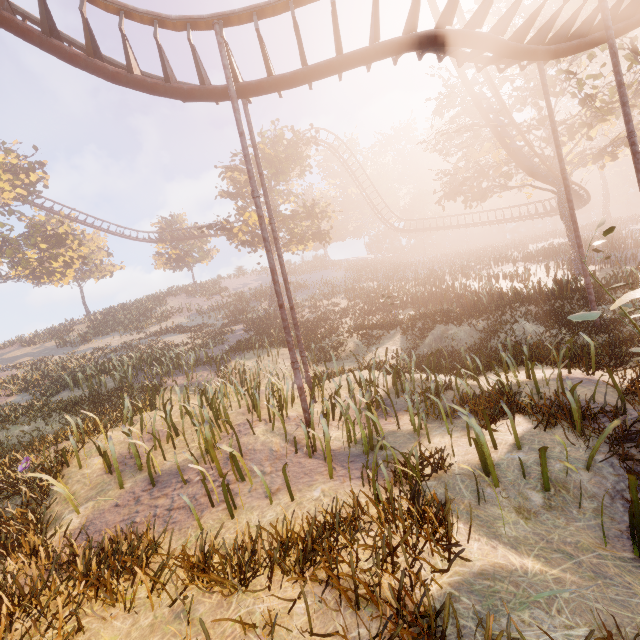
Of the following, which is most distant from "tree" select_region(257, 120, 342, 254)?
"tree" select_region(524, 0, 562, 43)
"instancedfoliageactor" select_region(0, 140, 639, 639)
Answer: "instancedfoliageactor" select_region(0, 140, 639, 639)

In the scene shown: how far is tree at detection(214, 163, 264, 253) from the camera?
25.4m

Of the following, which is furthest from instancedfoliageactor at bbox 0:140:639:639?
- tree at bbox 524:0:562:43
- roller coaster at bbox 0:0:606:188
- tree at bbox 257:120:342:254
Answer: tree at bbox 524:0:562:43

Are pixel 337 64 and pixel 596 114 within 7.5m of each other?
no

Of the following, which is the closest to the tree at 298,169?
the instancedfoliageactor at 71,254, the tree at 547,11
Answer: the tree at 547,11

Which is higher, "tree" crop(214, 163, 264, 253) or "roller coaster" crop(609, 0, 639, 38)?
"tree" crop(214, 163, 264, 253)
